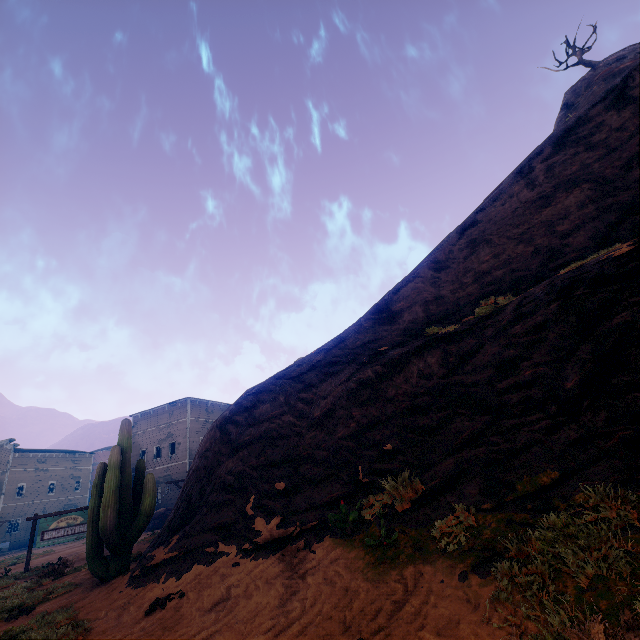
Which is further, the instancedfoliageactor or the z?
the instancedfoliageactor

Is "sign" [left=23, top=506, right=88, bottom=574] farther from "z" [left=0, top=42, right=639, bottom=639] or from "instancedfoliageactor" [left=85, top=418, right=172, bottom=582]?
"instancedfoliageactor" [left=85, top=418, right=172, bottom=582]

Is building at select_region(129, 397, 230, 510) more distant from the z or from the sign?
the sign

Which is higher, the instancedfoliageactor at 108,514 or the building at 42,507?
the building at 42,507

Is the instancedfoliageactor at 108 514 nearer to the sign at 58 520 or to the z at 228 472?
the z at 228 472

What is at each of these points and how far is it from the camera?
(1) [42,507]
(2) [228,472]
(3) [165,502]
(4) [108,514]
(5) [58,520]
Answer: (1) building, 43.1m
(2) z, 9.8m
(3) building, 30.3m
(4) instancedfoliageactor, 8.3m
(5) sign, 14.7m

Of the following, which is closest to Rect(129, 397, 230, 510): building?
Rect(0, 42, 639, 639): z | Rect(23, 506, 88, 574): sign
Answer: Rect(0, 42, 639, 639): z

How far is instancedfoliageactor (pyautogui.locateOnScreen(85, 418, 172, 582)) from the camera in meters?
8.3
